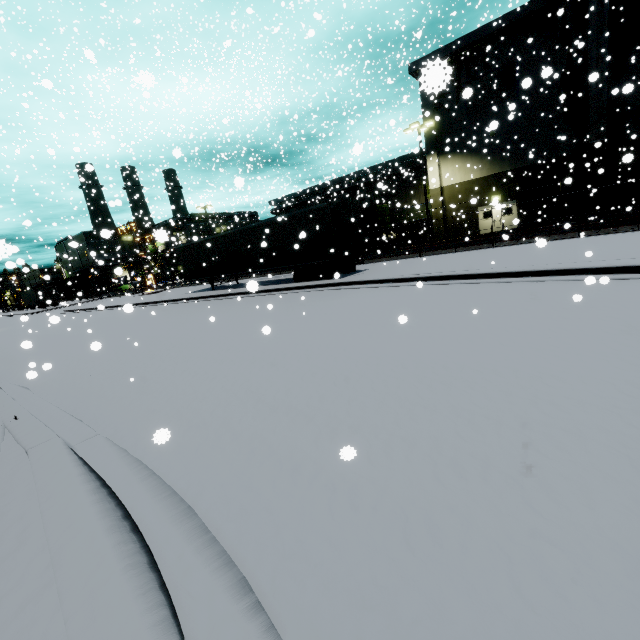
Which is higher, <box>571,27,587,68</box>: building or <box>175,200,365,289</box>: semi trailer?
<box>571,27,587,68</box>: building

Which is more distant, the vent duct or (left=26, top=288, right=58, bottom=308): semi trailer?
(left=26, top=288, right=58, bottom=308): semi trailer

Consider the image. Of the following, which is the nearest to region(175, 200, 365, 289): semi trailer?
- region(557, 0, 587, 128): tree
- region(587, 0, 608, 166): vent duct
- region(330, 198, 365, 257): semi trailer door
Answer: region(330, 198, 365, 257): semi trailer door

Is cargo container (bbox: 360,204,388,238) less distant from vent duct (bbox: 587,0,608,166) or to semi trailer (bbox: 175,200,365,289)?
semi trailer (bbox: 175,200,365,289)

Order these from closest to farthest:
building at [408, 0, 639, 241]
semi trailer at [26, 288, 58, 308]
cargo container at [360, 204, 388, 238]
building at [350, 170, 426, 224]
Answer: building at [408, 0, 639, 241] < cargo container at [360, 204, 388, 238] < building at [350, 170, 426, 224] < semi trailer at [26, 288, 58, 308]

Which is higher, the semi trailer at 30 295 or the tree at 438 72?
the tree at 438 72

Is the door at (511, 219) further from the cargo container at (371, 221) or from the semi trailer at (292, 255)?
the semi trailer at (292, 255)

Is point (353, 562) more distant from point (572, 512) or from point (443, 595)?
point (572, 512)
